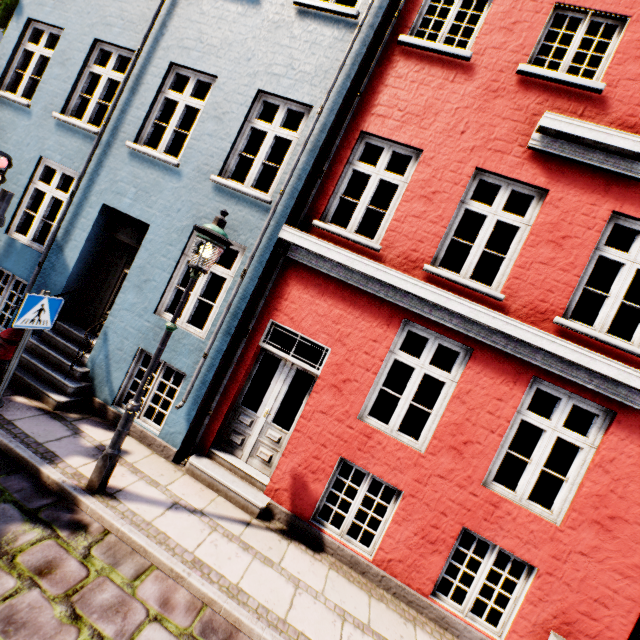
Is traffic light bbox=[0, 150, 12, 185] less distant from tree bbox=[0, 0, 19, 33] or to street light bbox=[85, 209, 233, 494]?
street light bbox=[85, 209, 233, 494]

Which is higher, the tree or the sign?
the tree

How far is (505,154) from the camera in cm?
500

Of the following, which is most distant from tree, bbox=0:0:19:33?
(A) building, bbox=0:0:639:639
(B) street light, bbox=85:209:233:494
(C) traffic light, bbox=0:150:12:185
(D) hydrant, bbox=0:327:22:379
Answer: (B) street light, bbox=85:209:233:494

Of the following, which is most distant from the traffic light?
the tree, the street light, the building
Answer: the tree

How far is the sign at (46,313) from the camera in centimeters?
422cm

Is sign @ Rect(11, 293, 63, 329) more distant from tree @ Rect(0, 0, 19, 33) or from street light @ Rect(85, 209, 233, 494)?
tree @ Rect(0, 0, 19, 33)

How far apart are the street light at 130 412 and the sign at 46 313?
1.8 meters
